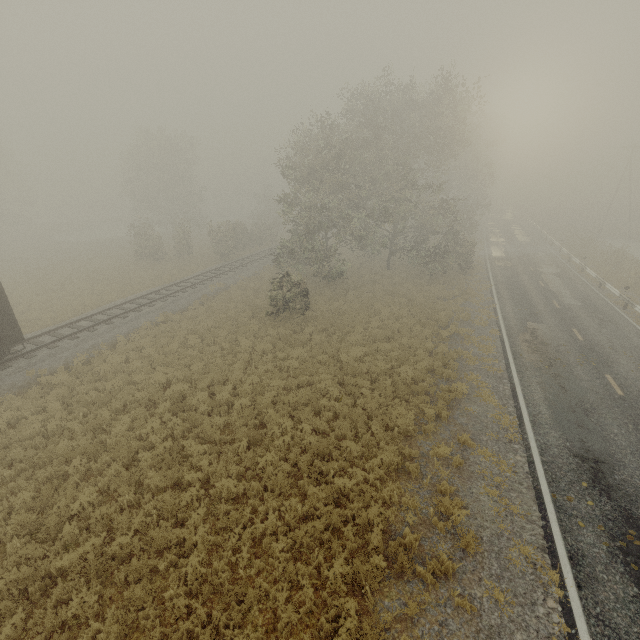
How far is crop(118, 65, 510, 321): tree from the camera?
22.0m

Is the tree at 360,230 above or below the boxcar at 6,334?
above

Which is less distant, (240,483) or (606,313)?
(240,483)

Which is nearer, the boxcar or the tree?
the boxcar

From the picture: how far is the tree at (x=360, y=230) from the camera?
21.97m

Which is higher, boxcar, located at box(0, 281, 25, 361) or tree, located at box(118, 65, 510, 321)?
tree, located at box(118, 65, 510, 321)
